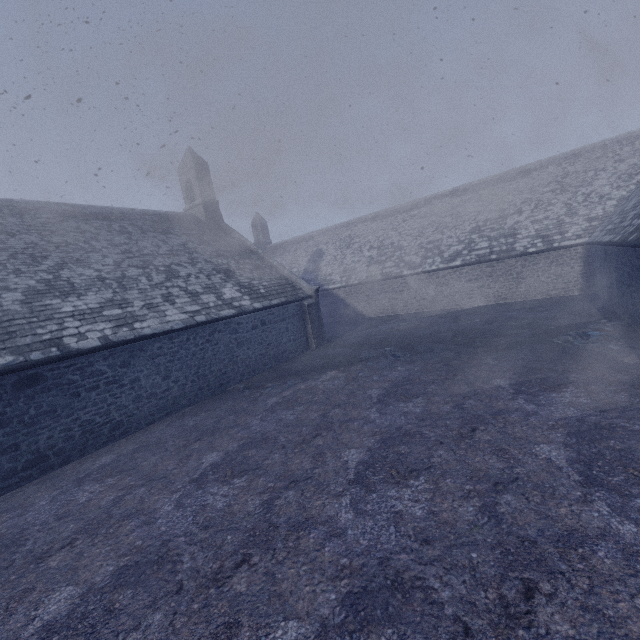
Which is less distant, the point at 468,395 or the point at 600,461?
the point at 600,461
